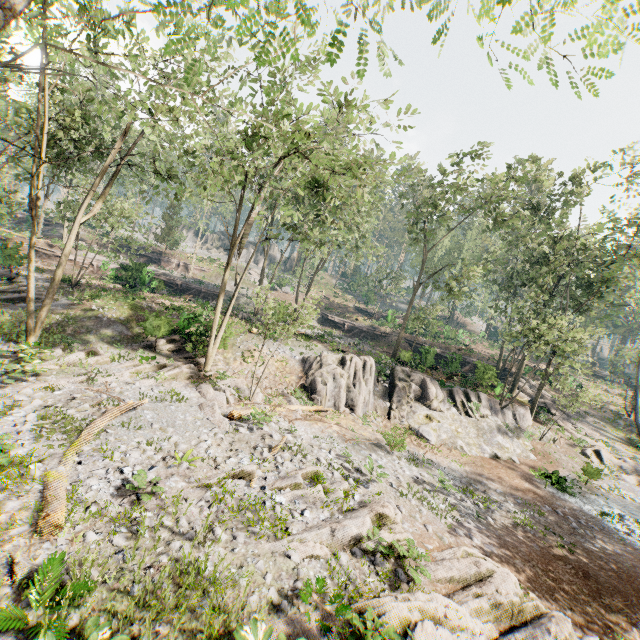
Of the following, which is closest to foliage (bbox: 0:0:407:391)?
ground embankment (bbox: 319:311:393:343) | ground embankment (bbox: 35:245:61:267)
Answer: ground embankment (bbox: 35:245:61:267)

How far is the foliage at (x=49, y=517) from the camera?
6.9m

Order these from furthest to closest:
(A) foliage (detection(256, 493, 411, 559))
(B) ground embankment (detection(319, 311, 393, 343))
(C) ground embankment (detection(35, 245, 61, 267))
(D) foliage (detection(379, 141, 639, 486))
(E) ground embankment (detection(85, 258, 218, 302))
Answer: (B) ground embankment (detection(319, 311, 393, 343))
(C) ground embankment (detection(35, 245, 61, 267))
(E) ground embankment (detection(85, 258, 218, 302))
(D) foliage (detection(379, 141, 639, 486))
(A) foliage (detection(256, 493, 411, 559))

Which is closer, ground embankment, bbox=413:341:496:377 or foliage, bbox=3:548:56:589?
foliage, bbox=3:548:56:589

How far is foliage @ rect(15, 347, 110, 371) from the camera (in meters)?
13.88

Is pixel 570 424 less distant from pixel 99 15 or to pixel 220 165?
pixel 220 165

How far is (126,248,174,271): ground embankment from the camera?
44.5m

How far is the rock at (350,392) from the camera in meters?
21.4 m
